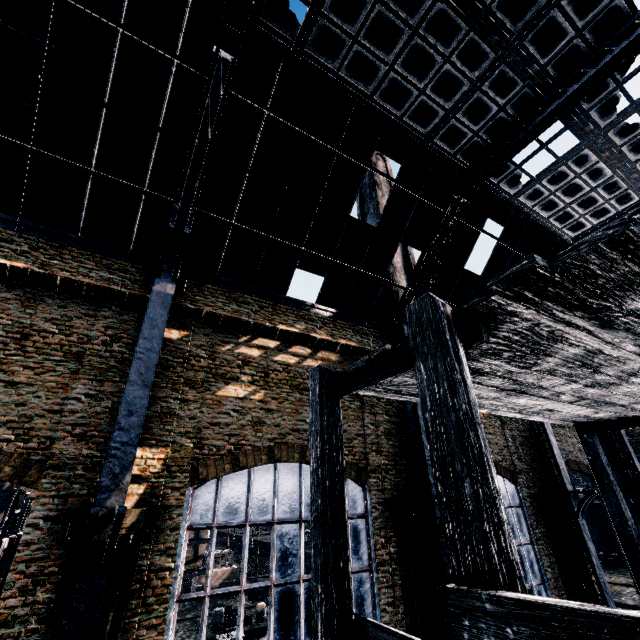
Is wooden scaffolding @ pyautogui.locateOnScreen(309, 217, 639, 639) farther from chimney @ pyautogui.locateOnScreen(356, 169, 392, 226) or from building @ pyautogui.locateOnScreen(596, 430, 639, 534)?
chimney @ pyautogui.locateOnScreen(356, 169, 392, 226)

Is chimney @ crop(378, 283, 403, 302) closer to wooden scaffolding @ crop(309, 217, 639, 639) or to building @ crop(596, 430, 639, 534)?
building @ crop(596, 430, 639, 534)

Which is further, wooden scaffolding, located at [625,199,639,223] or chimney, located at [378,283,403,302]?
chimney, located at [378,283,403,302]

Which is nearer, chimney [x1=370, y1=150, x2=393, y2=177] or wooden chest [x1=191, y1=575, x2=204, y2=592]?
wooden chest [x1=191, y1=575, x2=204, y2=592]

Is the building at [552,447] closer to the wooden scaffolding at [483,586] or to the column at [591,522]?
the wooden scaffolding at [483,586]

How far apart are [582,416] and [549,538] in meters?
17.1

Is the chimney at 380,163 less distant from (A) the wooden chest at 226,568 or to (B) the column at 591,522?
(A) the wooden chest at 226,568

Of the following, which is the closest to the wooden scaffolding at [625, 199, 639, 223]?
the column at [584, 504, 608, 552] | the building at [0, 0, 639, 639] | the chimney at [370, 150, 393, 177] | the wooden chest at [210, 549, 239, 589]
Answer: the building at [0, 0, 639, 639]
